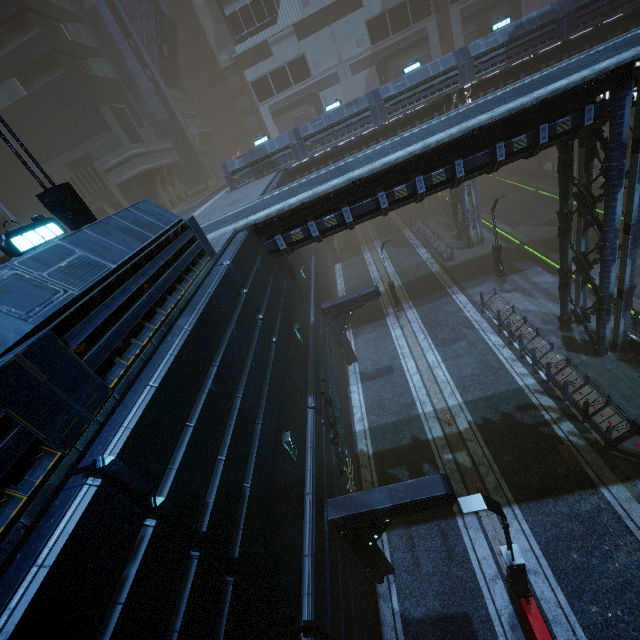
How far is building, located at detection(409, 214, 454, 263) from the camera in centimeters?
2758cm

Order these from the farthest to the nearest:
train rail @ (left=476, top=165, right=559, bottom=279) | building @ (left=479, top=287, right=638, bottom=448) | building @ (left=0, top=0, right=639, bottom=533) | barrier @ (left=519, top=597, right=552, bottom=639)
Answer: train rail @ (left=476, top=165, right=559, bottom=279)
building @ (left=479, top=287, right=638, bottom=448)
barrier @ (left=519, top=597, right=552, bottom=639)
building @ (left=0, top=0, right=639, bottom=533)

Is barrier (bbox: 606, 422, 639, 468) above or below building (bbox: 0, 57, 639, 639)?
below

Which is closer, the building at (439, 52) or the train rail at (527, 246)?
the building at (439, 52)

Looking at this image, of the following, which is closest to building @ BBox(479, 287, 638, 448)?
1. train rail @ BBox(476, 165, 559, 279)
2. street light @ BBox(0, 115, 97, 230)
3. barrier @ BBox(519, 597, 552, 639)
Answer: train rail @ BBox(476, 165, 559, 279)

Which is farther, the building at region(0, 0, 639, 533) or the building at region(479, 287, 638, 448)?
the building at region(479, 287, 638, 448)

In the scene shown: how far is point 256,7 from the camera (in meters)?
38.53

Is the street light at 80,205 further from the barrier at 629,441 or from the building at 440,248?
the barrier at 629,441
